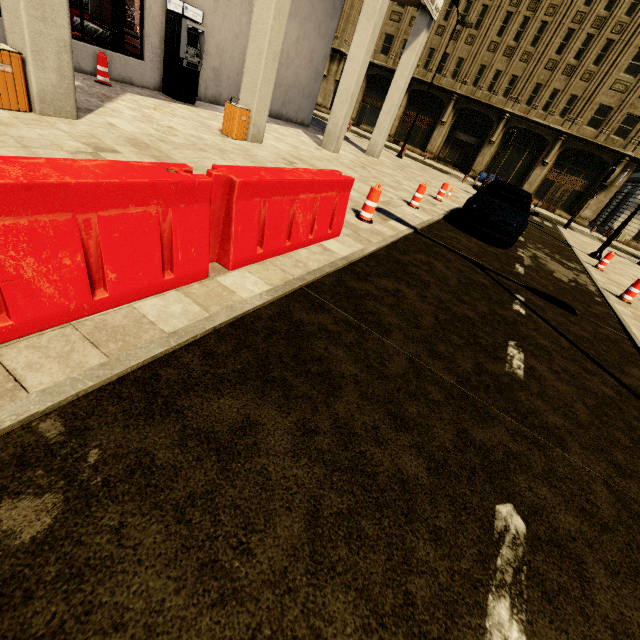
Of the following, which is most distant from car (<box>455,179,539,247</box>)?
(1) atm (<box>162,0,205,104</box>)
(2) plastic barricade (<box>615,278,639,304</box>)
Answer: (1) atm (<box>162,0,205,104</box>)

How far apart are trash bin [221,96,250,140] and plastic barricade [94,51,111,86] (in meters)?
3.32

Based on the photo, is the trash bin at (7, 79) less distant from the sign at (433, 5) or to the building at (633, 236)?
the building at (633, 236)

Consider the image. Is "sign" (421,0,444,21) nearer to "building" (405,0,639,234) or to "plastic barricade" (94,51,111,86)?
"building" (405,0,639,234)

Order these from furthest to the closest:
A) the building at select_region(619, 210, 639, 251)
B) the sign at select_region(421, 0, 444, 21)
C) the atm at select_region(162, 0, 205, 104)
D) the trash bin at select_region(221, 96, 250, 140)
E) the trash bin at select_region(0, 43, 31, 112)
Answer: the building at select_region(619, 210, 639, 251)
the sign at select_region(421, 0, 444, 21)
the atm at select_region(162, 0, 205, 104)
the trash bin at select_region(221, 96, 250, 140)
the trash bin at select_region(0, 43, 31, 112)

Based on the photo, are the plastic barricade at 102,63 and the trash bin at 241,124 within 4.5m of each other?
yes

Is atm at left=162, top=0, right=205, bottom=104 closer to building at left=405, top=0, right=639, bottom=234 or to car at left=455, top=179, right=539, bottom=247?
building at left=405, top=0, right=639, bottom=234

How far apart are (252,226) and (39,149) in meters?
3.3
